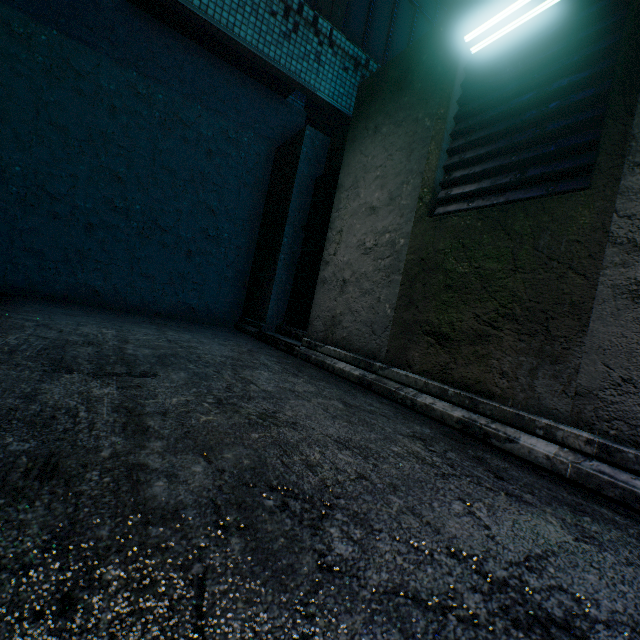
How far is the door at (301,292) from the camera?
4.2 meters

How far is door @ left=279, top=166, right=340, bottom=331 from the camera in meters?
4.2

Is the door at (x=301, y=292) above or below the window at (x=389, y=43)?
below

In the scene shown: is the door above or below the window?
below

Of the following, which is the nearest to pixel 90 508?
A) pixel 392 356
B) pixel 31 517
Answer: pixel 31 517
